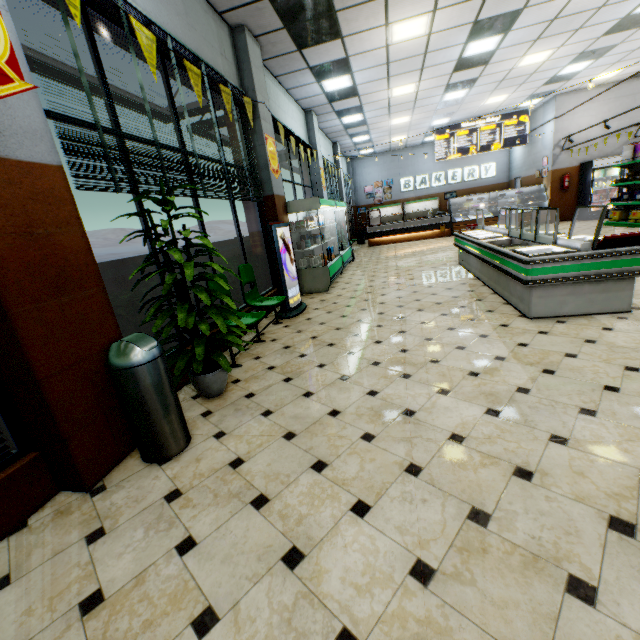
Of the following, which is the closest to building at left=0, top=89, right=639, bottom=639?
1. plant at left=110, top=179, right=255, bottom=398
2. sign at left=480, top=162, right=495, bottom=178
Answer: sign at left=480, top=162, right=495, bottom=178

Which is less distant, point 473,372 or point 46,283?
point 46,283

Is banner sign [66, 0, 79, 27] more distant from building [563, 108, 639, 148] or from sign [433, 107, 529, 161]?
sign [433, 107, 529, 161]

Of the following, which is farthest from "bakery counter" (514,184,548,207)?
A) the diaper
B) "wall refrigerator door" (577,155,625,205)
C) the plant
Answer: the plant

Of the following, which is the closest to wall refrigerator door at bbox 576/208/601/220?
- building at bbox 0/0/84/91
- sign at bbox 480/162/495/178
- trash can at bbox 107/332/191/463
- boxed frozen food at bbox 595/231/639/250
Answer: building at bbox 0/0/84/91

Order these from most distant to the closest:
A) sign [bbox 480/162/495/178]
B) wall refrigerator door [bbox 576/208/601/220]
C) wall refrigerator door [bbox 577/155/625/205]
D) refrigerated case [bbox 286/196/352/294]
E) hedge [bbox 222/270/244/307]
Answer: sign [bbox 480/162/495/178], wall refrigerator door [bbox 576/208/601/220], wall refrigerator door [bbox 577/155/625/205], refrigerated case [bbox 286/196/352/294], hedge [bbox 222/270/244/307]

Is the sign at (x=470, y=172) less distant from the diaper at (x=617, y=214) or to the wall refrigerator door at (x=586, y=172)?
the wall refrigerator door at (x=586, y=172)

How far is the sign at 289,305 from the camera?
5.5m
